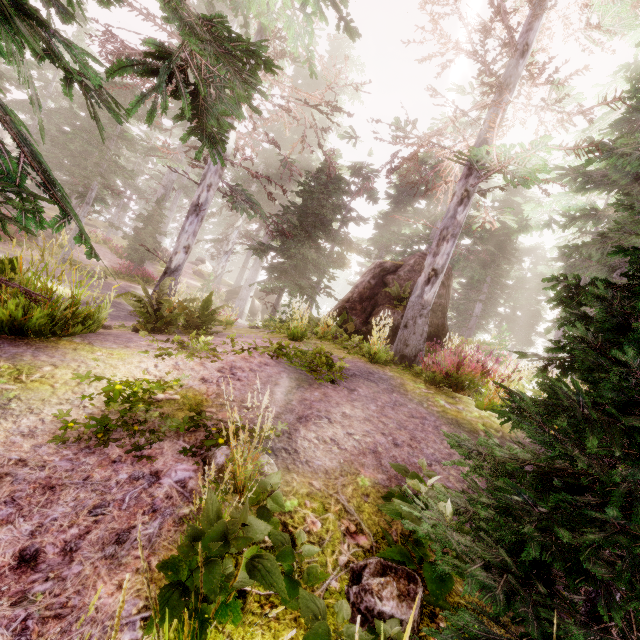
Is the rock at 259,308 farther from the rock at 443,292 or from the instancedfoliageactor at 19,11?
the rock at 443,292

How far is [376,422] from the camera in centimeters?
455cm

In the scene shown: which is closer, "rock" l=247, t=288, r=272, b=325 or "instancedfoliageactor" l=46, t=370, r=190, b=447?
"instancedfoliageactor" l=46, t=370, r=190, b=447

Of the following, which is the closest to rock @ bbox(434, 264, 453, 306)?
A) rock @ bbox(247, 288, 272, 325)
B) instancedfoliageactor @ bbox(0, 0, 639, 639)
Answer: instancedfoliageactor @ bbox(0, 0, 639, 639)

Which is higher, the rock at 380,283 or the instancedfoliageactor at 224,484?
the rock at 380,283

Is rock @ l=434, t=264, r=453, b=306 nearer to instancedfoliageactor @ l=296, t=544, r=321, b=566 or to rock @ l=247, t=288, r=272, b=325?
instancedfoliageactor @ l=296, t=544, r=321, b=566

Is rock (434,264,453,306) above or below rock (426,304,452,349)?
above
